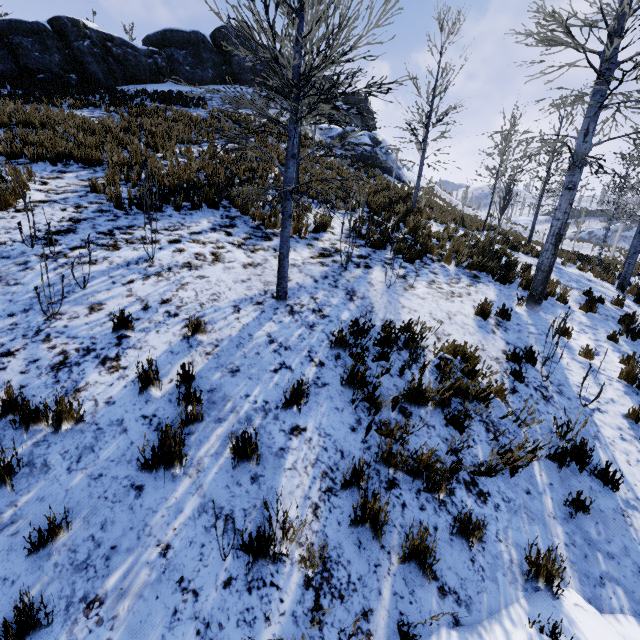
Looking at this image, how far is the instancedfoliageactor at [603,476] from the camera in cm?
396

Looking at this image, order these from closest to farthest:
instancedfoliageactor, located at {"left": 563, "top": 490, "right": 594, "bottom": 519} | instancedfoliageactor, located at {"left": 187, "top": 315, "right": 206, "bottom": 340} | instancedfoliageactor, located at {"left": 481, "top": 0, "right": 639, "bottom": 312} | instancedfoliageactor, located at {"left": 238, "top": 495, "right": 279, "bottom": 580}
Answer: instancedfoliageactor, located at {"left": 238, "top": 495, "right": 279, "bottom": 580}, instancedfoliageactor, located at {"left": 563, "top": 490, "right": 594, "bottom": 519}, instancedfoliageactor, located at {"left": 187, "top": 315, "right": 206, "bottom": 340}, instancedfoliageactor, located at {"left": 481, "top": 0, "right": 639, "bottom": 312}

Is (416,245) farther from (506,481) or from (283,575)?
(283,575)

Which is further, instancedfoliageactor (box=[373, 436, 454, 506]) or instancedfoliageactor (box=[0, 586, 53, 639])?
instancedfoliageactor (box=[373, 436, 454, 506])

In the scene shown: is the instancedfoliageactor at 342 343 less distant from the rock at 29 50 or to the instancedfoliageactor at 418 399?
the instancedfoliageactor at 418 399

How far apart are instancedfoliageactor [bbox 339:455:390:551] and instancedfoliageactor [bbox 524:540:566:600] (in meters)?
1.44

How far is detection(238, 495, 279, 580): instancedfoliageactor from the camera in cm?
245

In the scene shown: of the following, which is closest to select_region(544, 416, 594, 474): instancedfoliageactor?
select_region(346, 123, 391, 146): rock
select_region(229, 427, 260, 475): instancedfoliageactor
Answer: select_region(229, 427, 260, 475): instancedfoliageactor
